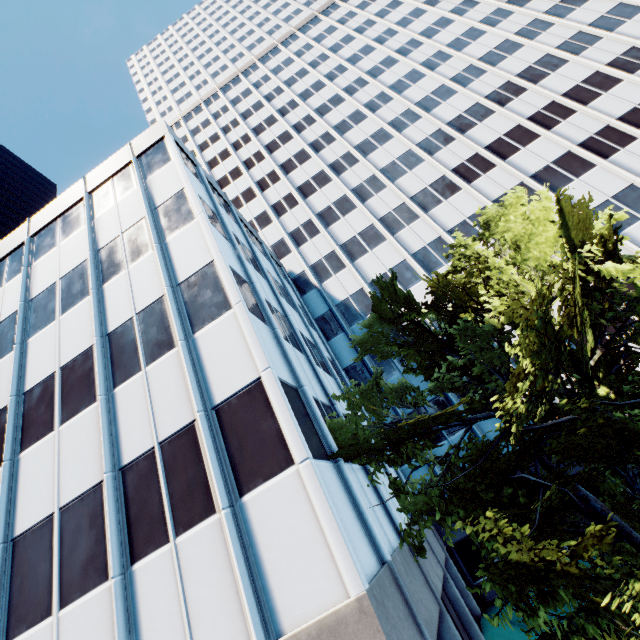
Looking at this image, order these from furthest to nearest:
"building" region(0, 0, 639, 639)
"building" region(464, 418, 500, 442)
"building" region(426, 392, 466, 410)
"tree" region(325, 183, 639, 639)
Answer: "building" region(426, 392, 466, 410) → "building" region(464, 418, 500, 442) → "building" region(0, 0, 639, 639) → "tree" region(325, 183, 639, 639)

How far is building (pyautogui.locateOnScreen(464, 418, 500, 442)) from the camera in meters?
20.4 m

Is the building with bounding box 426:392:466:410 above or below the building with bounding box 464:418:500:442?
above

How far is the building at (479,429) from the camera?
20.4m

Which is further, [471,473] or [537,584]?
[471,473]

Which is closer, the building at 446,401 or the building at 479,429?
the building at 479,429

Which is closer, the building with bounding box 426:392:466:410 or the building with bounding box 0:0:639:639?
the building with bounding box 0:0:639:639
